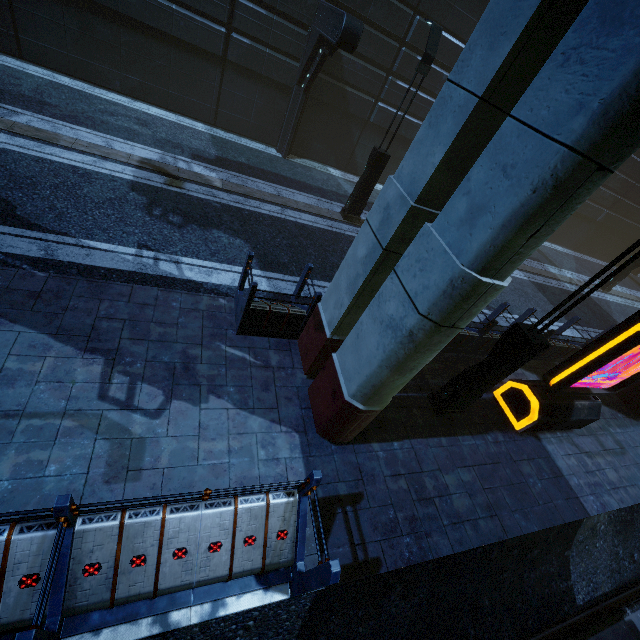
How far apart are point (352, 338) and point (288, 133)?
11.5 meters

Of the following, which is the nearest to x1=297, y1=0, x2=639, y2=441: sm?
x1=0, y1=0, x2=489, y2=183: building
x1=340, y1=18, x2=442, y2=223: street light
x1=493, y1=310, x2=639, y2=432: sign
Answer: x1=0, y1=0, x2=489, y2=183: building

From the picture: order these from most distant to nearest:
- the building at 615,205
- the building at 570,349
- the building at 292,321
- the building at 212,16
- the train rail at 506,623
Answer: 1. the building at 615,205
2. the building at 212,16
3. the building at 570,349
4. the building at 292,321
5. the train rail at 506,623

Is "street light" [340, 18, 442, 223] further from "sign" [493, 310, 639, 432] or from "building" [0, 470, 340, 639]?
"sign" [493, 310, 639, 432]

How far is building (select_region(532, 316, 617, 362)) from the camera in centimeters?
941cm

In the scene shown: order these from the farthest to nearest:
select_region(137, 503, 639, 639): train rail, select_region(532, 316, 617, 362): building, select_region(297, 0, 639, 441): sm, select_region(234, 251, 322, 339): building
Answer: select_region(532, 316, 617, 362): building < select_region(234, 251, 322, 339): building < select_region(137, 503, 639, 639): train rail < select_region(297, 0, 639, 441): sm

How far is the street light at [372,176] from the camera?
8.48m

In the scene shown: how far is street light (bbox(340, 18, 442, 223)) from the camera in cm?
848
